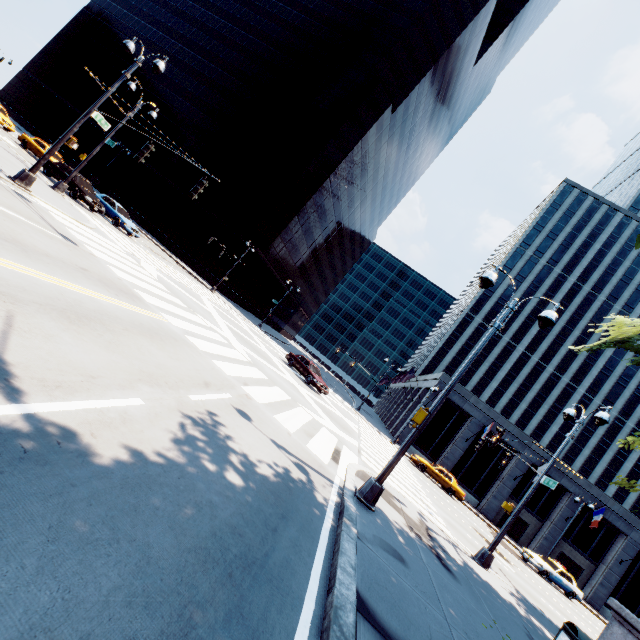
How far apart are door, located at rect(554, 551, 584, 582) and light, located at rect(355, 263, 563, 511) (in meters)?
39.08

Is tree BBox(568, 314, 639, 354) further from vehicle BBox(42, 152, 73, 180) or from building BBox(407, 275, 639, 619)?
vehicle BBox(42, 152, 73, 180)

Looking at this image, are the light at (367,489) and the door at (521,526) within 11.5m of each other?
no

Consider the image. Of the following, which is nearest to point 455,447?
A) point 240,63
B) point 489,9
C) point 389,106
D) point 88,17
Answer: point 389,106

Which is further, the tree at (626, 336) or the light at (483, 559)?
the light at (483, 559)

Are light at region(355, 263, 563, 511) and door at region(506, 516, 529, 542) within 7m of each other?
no

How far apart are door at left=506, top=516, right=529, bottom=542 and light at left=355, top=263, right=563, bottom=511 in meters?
35.7

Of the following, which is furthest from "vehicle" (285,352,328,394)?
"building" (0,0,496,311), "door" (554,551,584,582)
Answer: "door" (554,551,584,582)
